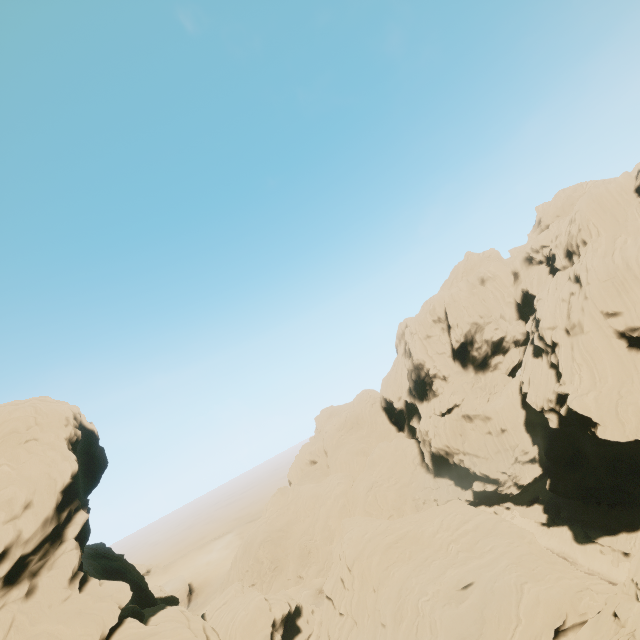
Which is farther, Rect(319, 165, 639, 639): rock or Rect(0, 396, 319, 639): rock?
Rect(319, 165, 639, 639): rock

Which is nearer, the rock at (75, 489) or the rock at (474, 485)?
the rock at (75, 489)

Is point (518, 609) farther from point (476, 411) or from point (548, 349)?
point (548, 349)
